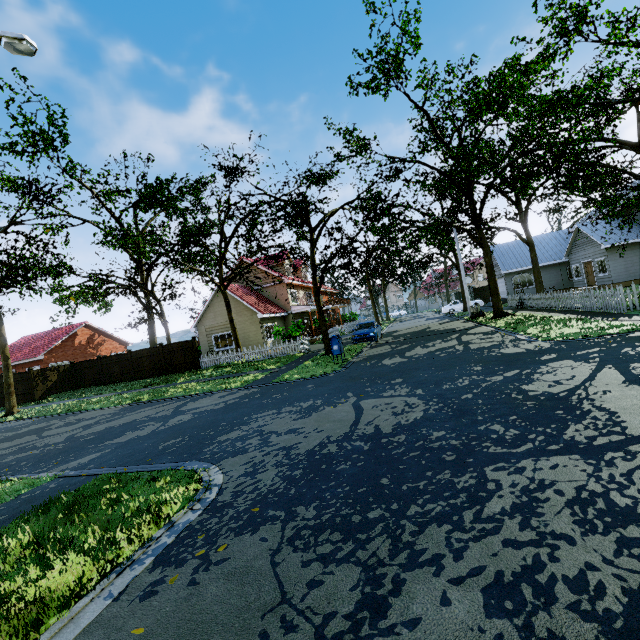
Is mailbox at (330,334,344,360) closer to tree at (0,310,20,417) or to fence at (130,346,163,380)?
tree at (0,310,20,417)

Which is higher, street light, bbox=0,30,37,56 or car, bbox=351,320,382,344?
street light, bbox=0,30,37,56

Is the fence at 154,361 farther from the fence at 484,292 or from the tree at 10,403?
the tree at 10,403

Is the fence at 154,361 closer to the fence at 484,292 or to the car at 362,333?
the fence at 484,292

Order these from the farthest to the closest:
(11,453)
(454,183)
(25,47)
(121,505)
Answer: (454,183), (11,453), (25,47), (121,505)

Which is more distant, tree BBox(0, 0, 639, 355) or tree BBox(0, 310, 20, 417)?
tree BBox(0, 310, 20, 417)

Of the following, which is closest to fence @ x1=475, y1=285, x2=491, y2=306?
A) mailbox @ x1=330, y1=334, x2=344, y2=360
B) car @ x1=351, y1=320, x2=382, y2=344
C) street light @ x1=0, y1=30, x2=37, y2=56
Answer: car @ x1=351, y1=320, x2=382, y2=344

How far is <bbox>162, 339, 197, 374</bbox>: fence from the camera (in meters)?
23.36
